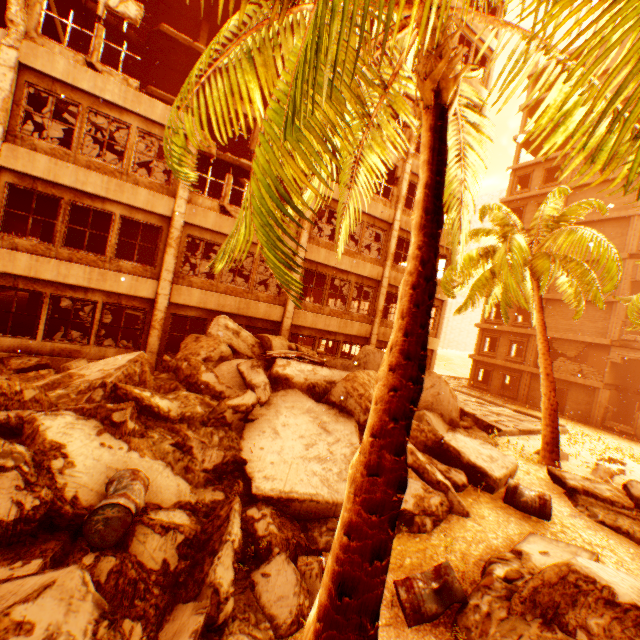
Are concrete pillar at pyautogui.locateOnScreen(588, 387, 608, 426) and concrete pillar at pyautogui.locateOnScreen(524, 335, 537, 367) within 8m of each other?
yes

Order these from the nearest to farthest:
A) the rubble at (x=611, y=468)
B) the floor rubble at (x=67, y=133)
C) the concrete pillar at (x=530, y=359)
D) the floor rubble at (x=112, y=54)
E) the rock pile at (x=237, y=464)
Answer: the rock pile at (x=237, y=464) → the rubble at (x=611, y=468) → the floor rubble at (x=67, y=133) → the floor rubble at (x=112, y=54) → the concrete pillar at (x=530, y=359)

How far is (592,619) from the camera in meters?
3.7

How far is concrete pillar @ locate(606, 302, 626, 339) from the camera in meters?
22.4 m

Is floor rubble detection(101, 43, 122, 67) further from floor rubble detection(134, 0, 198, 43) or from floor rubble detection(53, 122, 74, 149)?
floor rubble detection(53, 122, 74, 149)

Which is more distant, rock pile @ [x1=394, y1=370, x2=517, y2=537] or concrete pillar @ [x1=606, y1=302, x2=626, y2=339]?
concrete pillar @ [x1=606, y1=302, x2=626, y2=339]

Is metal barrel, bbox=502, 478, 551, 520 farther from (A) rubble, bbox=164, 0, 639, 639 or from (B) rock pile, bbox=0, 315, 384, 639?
(A) rubble, bbox=164, 0, 639, 639

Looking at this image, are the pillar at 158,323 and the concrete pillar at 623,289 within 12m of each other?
no
